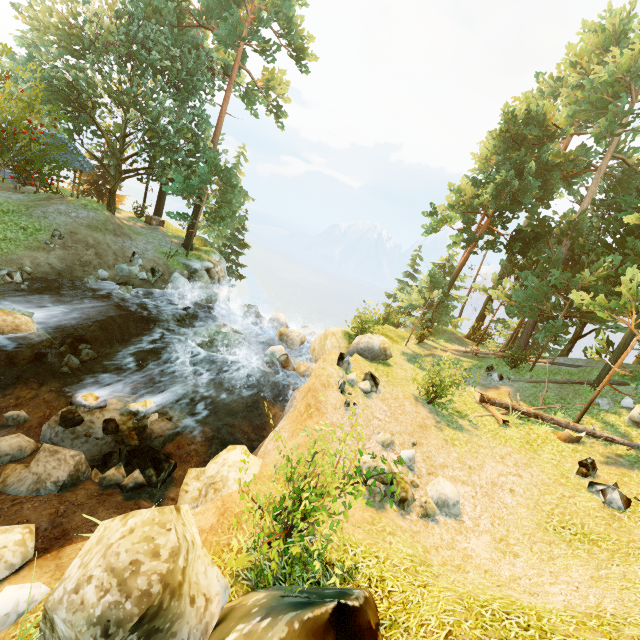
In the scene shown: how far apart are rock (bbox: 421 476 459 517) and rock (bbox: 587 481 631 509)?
3.94m

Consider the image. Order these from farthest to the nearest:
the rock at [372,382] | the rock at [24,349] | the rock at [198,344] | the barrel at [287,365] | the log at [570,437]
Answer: the barrel at [287,365], the rock at [198,344], the rock at [372,382], the log at [570,437], the rock at [24,349]

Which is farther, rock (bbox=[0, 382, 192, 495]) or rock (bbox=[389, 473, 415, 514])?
rock (bbox=[389, 473, 415, 514])

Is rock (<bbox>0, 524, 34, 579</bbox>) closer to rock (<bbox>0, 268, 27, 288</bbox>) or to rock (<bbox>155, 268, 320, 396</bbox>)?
rock (<bbox>155, 268, 320, 396</bbox>)

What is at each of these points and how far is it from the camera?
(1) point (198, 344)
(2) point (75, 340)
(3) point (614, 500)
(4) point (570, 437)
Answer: (1) rock, 14.84m
(2) rock, 13.13m
(3) rock, 8.91m
(4) log, 12.26m

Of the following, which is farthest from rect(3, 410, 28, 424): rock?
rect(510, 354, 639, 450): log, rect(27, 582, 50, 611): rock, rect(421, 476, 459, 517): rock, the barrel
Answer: rect(510, 354, 639, 450): log

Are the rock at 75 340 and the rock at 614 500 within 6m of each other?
no

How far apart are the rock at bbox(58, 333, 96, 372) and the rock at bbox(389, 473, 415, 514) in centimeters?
1118cm
